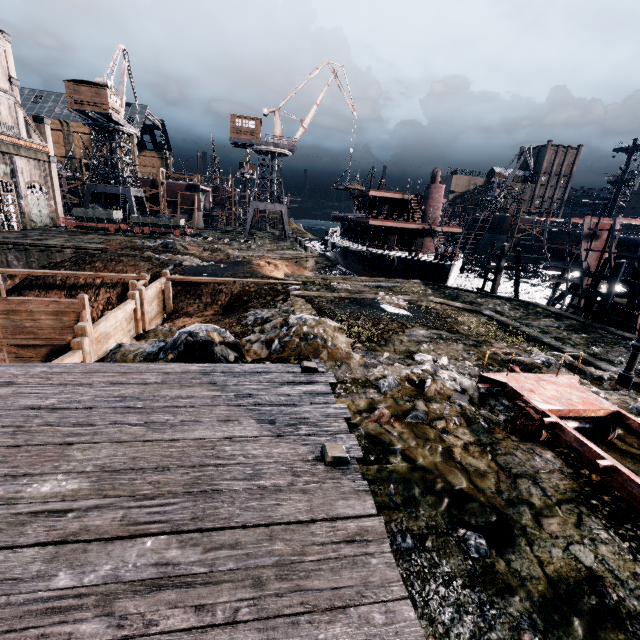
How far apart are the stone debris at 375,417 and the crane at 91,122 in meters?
56.5

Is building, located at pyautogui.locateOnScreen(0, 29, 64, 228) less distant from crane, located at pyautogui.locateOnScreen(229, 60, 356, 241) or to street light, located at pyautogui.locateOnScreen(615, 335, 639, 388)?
crane, located at pyautogui.locateOnScreen(229, 60, 356, 241)

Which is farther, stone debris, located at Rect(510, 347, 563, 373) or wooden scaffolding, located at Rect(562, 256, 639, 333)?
wooden scaffolding, located at Rect(562, 256, 639, 333)

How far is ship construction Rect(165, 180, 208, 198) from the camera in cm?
5819

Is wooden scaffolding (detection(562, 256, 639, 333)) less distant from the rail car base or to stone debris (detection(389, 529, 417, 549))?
the rail car base

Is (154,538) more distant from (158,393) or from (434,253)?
(434,253)

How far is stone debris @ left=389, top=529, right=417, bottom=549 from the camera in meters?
5.0

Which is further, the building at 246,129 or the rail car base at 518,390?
the building at 246,129
